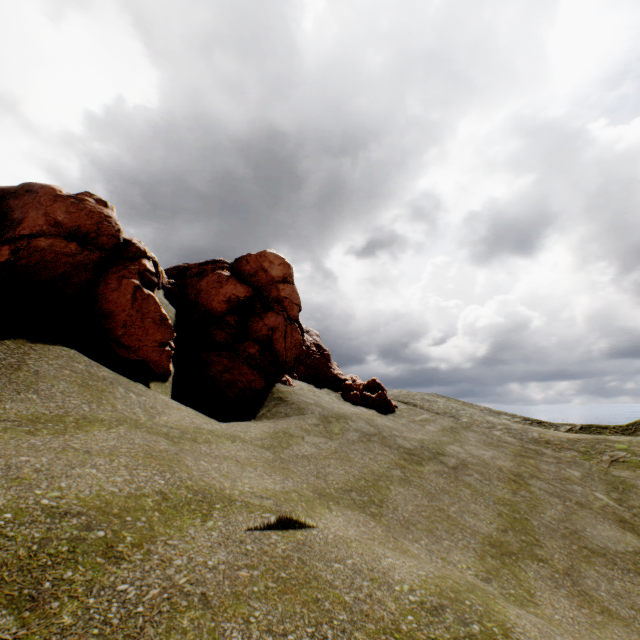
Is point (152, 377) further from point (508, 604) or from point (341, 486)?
point (508, 604)
